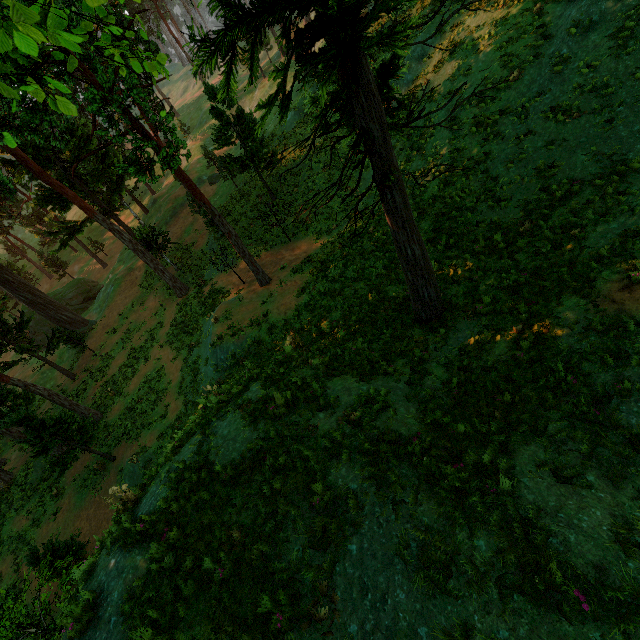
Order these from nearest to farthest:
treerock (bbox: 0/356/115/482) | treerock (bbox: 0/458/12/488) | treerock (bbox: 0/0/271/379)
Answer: treerock (bbox: 0/0/271/379), treerock (bbox: 0/356/115/482), treerock (bbox: 0/458/12/488)

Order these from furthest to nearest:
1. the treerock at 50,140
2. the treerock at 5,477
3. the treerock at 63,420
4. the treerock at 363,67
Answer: the treerock at 5,477 → the treerock at 63,420 → the treerock at 363,67 → the treerock at 50,140

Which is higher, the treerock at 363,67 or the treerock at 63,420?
the treerock at 363,67

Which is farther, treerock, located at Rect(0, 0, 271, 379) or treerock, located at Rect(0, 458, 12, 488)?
treerock, located at Rect(0, 458, 12, 488)

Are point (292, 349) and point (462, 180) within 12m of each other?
yes
